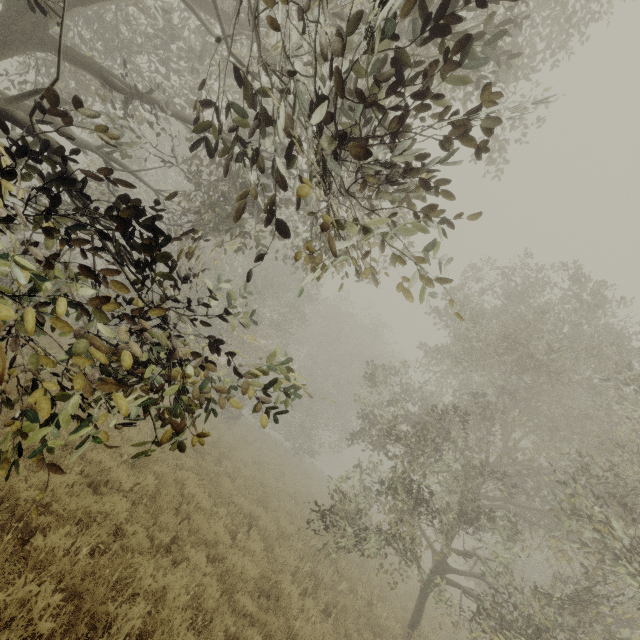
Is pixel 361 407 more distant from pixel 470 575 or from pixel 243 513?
pixel 243 513
